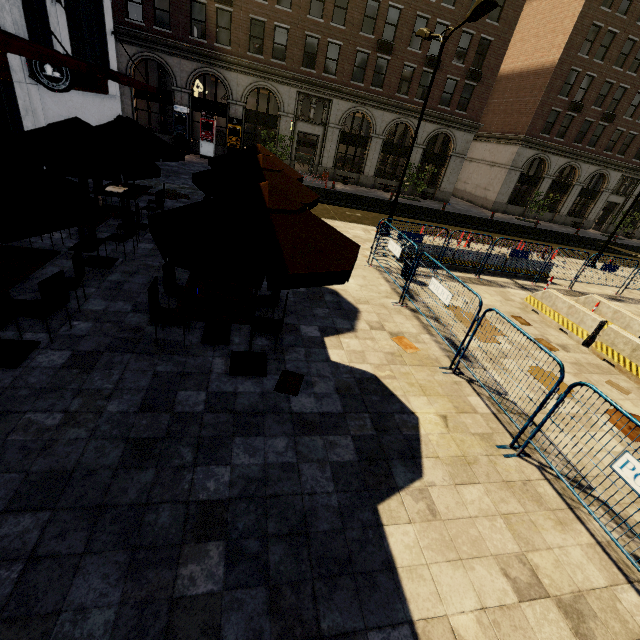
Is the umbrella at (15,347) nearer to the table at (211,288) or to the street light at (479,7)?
the table at (211,288)

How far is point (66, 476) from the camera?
3.4 meters

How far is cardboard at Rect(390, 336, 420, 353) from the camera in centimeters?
694cm

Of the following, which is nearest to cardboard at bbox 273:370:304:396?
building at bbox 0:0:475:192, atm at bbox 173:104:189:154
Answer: atm at bbox 173:104:189:154

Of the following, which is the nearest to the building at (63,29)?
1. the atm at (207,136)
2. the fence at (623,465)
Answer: the atm at (207,136)

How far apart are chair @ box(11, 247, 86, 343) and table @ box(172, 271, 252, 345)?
1.7 meters

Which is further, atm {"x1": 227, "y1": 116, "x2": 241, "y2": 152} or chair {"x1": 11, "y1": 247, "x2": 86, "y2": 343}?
atm {"x1": 227, "y1": 116, "x2": 241, "y2": 152}

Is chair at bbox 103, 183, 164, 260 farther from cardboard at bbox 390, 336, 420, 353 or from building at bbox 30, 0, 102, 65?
cardboard at bbox 390, 336, 420, 353
